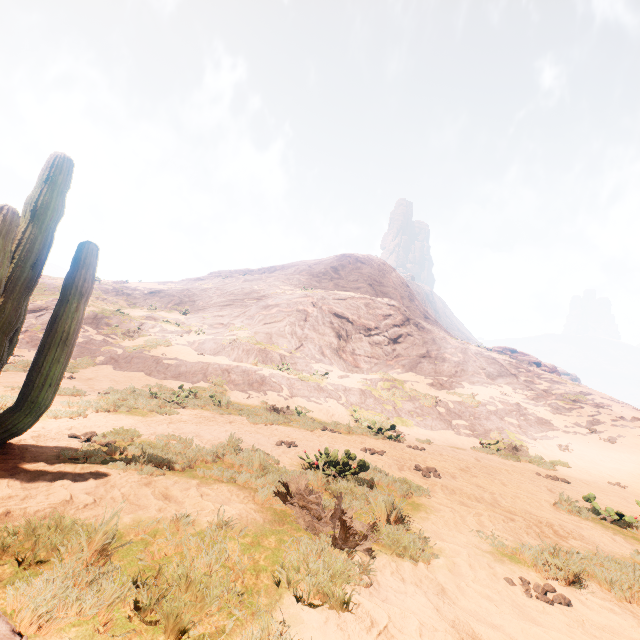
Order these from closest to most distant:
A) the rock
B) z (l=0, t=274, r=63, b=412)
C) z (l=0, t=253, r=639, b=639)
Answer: z (l=0, t=253, r=639, b=639) → z (l=0, t=274, r=63, b=412) → the rock

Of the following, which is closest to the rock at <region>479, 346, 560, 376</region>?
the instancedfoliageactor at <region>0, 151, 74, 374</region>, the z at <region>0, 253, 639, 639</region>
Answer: the z at <region>0, 253, 639, 639</region>

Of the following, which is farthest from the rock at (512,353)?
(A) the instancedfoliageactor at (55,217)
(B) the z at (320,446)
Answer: (A) the instancedfoliageactor at (55,217)

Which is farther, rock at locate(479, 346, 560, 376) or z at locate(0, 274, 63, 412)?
rock at locate(479, 346, 560, 376)

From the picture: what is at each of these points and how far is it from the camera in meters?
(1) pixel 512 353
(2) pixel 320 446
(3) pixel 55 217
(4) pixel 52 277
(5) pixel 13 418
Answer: (1) rock, 41.0
(2) z, 8.6
(3) instancedfoliageactor, 4.5
(4) z, 31.6
(5) instancedfoliageactor, 4.0

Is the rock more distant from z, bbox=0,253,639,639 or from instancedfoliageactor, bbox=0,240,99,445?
instancedfoliageactor, bbox=0,240,99,445
